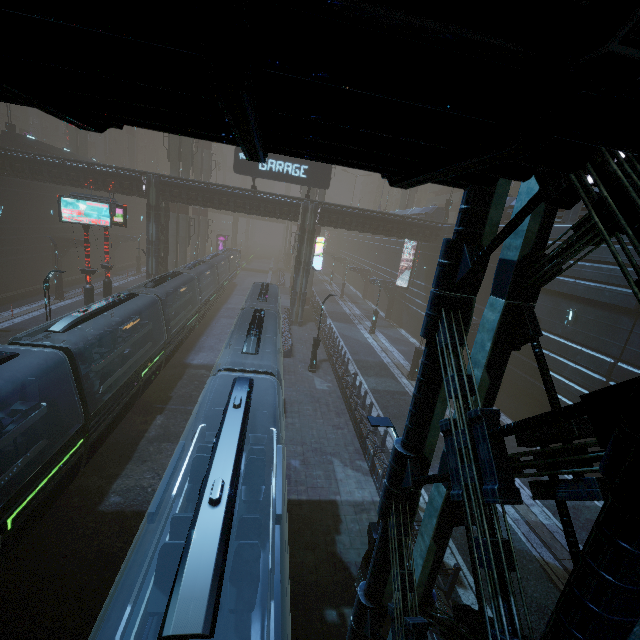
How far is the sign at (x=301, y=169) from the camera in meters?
25.3 m

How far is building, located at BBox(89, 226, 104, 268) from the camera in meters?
41.5

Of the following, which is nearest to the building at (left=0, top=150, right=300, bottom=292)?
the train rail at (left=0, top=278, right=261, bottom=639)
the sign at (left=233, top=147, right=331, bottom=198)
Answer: the train rail at (left=0, top=278, right=261, bottom=639)

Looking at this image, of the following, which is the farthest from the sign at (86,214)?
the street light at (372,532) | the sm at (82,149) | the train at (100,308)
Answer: the street light at (372,532)

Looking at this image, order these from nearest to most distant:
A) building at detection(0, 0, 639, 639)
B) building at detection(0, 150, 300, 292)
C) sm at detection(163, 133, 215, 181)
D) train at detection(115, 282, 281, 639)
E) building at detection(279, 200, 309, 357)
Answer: building at detection(0, 0, 639, 639) < train at detection(115, 282, 281, 639) < building at detection(279, 200, 309, 357) < building at detection(0, 150, 300, 292) < sm at detection(163, 133, 215, 181)

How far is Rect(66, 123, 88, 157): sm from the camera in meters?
42.3 m

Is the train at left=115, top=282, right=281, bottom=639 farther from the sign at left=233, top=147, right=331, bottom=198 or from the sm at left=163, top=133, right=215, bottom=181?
the sm at left=163, top=133, right=215, bottom=181

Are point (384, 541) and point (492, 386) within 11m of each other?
yes
